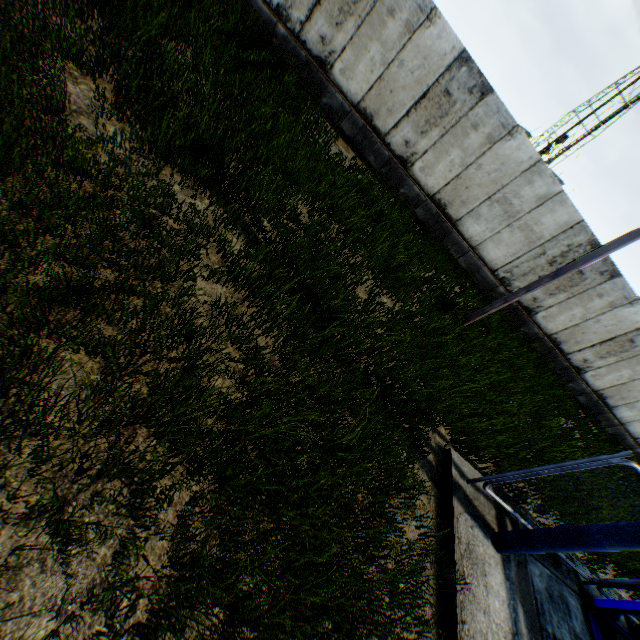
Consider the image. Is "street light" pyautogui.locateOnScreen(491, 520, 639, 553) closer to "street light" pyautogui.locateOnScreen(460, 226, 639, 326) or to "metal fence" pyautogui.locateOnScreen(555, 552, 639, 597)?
"metal fence" pyautogui.locateOnScreen(555, 552, 639, 597)

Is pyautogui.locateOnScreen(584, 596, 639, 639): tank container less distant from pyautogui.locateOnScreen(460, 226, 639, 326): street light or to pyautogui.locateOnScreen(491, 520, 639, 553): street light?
pyautogui.locateOnScreen(491, 520, 639, 553): street light

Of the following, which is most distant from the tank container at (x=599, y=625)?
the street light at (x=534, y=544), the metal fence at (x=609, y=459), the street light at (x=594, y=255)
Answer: the street light at (x=594, y=255)

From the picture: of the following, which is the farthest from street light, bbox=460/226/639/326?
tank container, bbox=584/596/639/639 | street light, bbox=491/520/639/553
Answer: tank container, bbox=584/596/639/639

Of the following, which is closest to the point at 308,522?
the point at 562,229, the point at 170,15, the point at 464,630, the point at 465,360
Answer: the point at 464,630

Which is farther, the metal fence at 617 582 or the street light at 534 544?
the metal fence at 617 582

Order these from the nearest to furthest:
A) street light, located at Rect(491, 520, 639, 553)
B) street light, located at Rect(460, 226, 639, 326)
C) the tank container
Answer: street light, located at Rect(491, 520, 639, 553) < the tank container < street light, located at Rect(460, 226, 639, 326)

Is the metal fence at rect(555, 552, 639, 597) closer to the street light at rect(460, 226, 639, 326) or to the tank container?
the tank container
